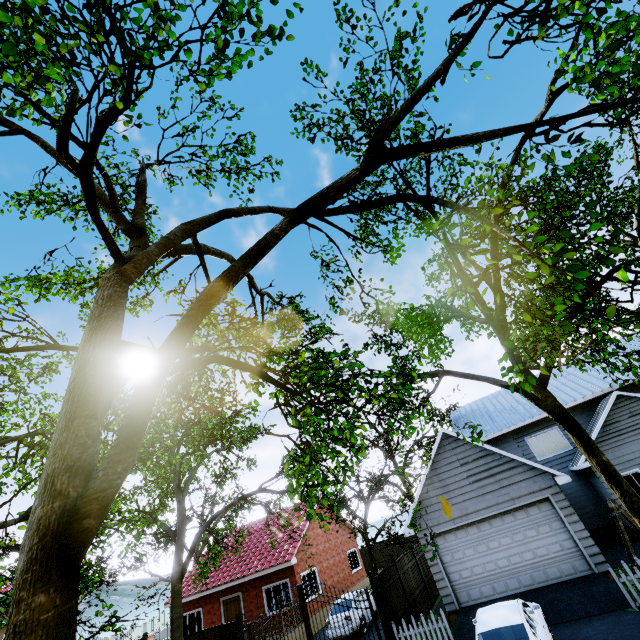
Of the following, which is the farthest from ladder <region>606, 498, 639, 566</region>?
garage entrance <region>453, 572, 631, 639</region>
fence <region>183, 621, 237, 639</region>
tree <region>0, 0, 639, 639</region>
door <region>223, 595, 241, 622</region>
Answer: door <region>223, 595, 241, 622</region>

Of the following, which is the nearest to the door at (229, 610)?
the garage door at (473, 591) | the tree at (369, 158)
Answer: the tree at (369, 158)

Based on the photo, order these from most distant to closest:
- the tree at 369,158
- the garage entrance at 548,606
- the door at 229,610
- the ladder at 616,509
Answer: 1. the door at 229,610
2. the ladder at 616,509
3. the garage entrance at 548,606
4. the tree at 369,158

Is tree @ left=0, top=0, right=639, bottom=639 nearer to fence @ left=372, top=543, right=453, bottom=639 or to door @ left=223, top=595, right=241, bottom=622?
fence @ left=372, top=543, right=453, bottom=639

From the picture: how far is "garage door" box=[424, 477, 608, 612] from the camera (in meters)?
11.67

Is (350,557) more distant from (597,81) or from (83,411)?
(597,81)

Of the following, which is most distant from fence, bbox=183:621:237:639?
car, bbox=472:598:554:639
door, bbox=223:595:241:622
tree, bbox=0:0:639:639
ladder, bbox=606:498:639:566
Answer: ladder, bbox=606:498:639:566

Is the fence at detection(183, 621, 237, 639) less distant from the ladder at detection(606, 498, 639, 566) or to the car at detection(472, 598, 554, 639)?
the car at detection(472, 598, 554, 639)
